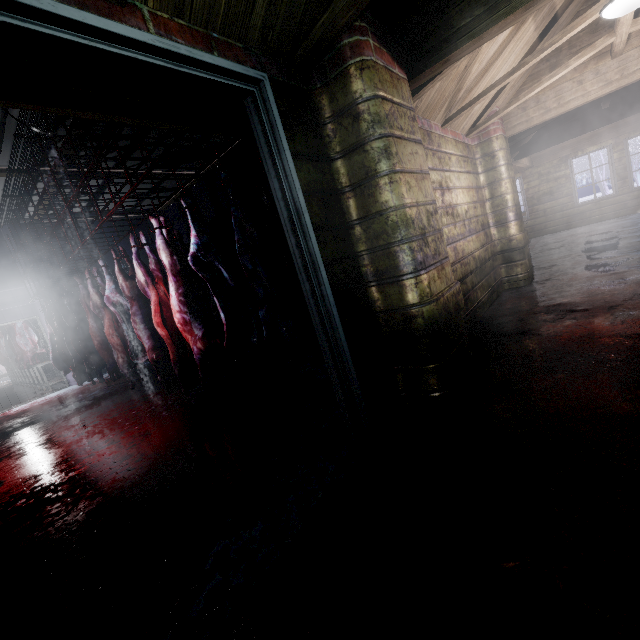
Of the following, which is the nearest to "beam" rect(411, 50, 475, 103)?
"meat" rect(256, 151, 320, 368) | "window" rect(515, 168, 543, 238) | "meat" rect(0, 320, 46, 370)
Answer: "meat" rect(256, 151, 320, 368)

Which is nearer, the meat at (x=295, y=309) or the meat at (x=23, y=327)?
the meat at (x=295, y=309)

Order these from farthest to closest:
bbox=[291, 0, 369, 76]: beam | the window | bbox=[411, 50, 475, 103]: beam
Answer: the window < bbox=[411, 50, 475, 103]: beam < bbox=[291, 0, 369, 76]: beam

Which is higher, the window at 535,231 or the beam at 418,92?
the beam at 418,92

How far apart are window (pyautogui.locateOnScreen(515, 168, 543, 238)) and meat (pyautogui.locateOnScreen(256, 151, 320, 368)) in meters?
9.3 m

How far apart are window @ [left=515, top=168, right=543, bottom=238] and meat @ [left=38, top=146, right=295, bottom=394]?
9.9 meters

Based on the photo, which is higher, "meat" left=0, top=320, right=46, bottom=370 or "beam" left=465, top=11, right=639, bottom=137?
"beam" left=465, top=11, right=639, bottom=137

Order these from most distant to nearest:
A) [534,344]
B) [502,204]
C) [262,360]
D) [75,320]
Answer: [75,320]
[262,360]
[502,204]
[534,344]
